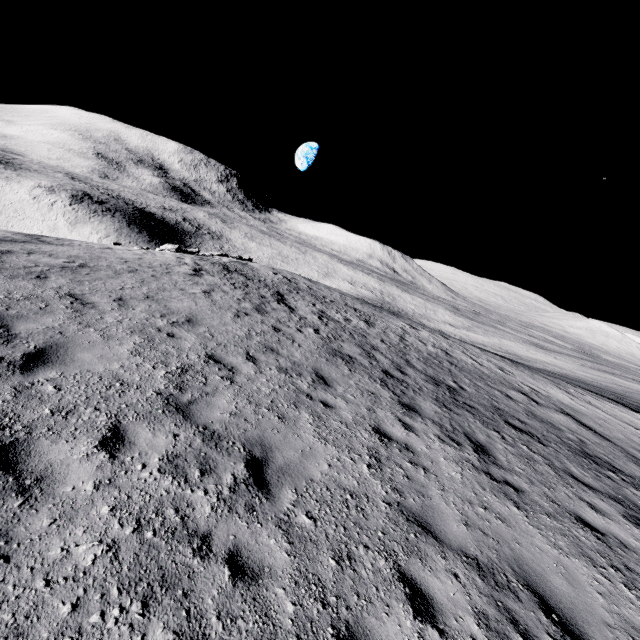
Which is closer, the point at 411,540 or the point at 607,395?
the point at 411,540
